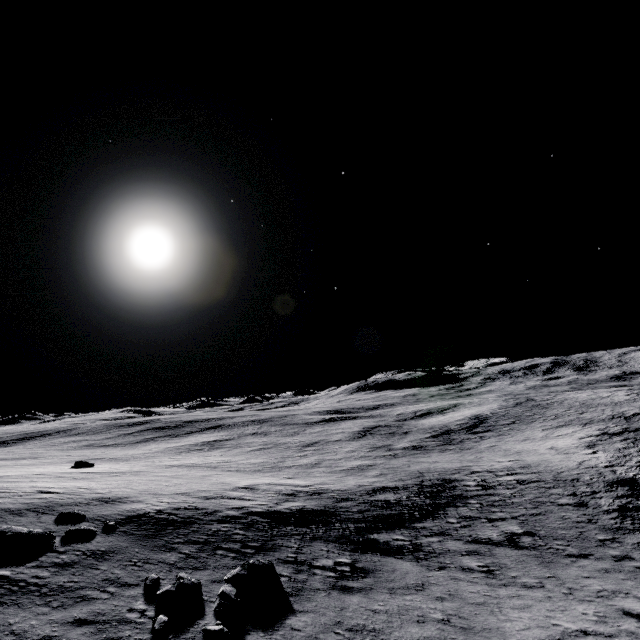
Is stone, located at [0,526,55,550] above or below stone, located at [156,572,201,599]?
above

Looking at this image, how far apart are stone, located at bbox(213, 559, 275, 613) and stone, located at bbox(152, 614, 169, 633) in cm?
238

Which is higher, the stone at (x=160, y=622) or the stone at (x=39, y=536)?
the stone at (x=39, y=536)

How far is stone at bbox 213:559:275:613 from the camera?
9.9 meters

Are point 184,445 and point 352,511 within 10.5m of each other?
Result: no

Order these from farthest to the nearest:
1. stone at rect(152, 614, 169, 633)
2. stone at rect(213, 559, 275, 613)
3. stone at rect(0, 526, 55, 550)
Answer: stone at rect(0, 526, 55, 550) < stone at rect(213, 559, 275, 613) < stone at rect(152, 614, 169, 633)

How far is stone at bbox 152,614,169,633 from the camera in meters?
8.5 m

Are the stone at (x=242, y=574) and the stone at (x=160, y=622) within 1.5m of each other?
no
